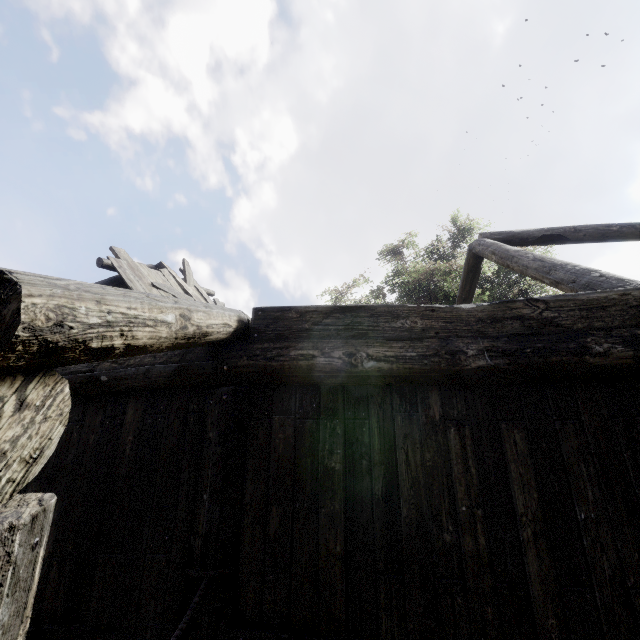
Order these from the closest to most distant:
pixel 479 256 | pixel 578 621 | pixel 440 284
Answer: pixel 578 621
pixel 479 256
pixel 440 284

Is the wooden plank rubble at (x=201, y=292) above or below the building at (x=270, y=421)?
above

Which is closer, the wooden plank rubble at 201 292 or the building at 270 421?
the building at 270 421

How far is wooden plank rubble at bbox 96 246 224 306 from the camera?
7.27m

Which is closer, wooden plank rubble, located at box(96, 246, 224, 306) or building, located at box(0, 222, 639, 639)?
building, located at box(0, 222, 639, 639)

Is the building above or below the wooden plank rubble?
below
